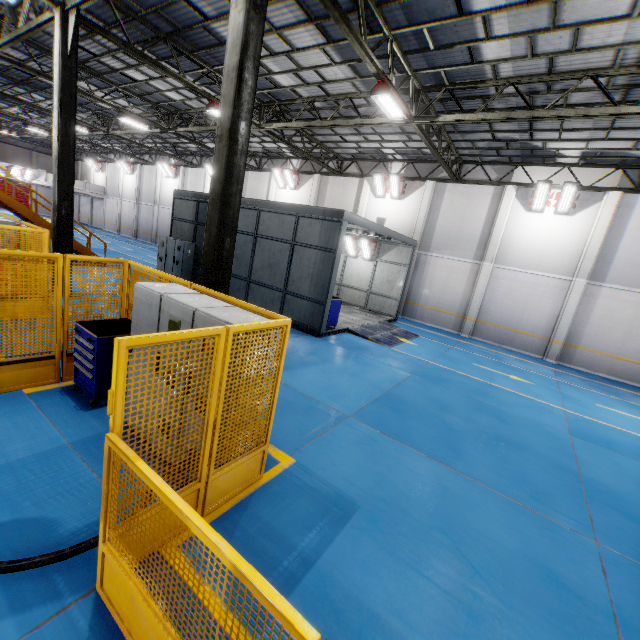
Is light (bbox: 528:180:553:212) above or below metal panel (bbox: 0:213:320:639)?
above

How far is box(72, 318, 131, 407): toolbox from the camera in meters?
4.9

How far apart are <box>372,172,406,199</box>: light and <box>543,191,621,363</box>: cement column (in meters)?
9.20

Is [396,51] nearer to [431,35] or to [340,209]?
[431,35]

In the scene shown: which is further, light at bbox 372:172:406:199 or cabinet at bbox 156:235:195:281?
light at bbox 372:172:406:199

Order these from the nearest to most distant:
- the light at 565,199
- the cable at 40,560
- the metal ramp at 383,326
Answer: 1. the cable at 40,560
2. the metal ramp at 383,326
3. the light at 565,199

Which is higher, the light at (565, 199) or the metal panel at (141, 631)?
the light at (565, 199)

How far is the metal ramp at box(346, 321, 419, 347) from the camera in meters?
12.9 m
